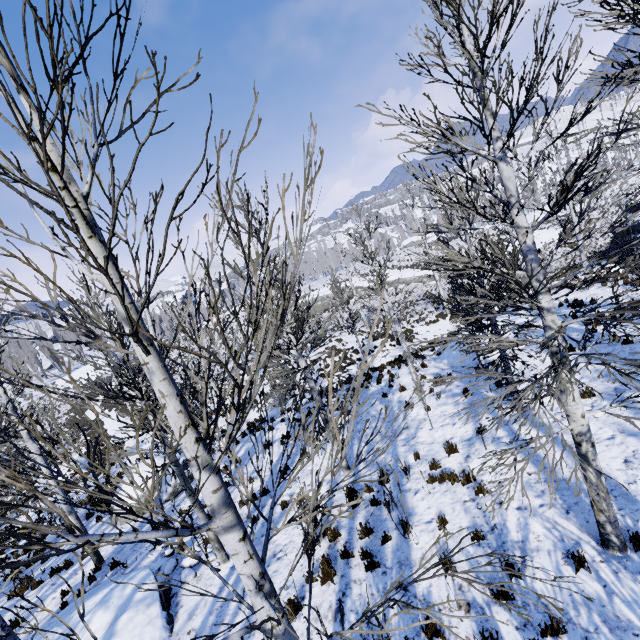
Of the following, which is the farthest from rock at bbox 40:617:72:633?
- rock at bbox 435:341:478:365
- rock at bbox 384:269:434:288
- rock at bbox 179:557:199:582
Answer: rock at bbox 384:269:434:288

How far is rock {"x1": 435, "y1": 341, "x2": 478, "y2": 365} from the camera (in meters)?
14.26

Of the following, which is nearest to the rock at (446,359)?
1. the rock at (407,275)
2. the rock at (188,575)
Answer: the rock at (188,575)

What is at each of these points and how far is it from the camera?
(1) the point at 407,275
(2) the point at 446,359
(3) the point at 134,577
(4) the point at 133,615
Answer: (1) rock, 51.16m
(2) rock, 15.37m
(3) rock, 8.10m
(4) rock, 7.05m

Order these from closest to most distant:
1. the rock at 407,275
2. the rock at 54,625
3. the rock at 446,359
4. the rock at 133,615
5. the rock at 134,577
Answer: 1. the rock at 133,615
2. the rock at 54,625
3. the rock at 134,577
4. the rock at 446,359
5. the rock at 407,275

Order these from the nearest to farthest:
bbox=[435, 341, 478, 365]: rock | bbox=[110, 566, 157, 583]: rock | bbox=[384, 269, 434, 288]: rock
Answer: bbox=[110, 566, 157, 583]: rock
bbox=[435, 341, 478, 365]: rock
bbox=[384, 269, 434, 288]: rock

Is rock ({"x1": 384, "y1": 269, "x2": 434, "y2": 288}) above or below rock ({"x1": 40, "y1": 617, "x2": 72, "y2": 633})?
below

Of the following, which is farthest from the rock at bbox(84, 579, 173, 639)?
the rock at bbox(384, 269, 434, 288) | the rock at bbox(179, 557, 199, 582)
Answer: the rock at bbox(384, 269, 434, 288)
